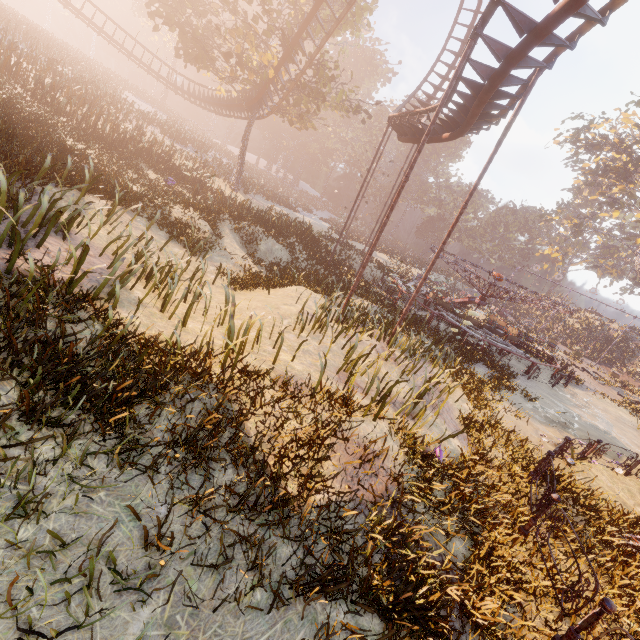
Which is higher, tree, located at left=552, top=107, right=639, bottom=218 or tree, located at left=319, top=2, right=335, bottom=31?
tree, located at left=552, top=107, right=639, bottom=218

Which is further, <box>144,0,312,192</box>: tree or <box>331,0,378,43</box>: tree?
<box>331,0,378,43</box>: tree

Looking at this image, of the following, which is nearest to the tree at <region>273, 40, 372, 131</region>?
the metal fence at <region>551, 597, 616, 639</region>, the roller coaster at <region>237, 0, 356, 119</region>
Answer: the roller coaster at <region>237, 0, 356, 119</region>

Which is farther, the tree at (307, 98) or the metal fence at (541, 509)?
the tree at (307, 98)

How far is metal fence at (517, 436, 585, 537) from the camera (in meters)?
6.24

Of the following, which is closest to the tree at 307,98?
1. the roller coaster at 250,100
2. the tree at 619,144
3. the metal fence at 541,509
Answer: the roller coaster at 250,100

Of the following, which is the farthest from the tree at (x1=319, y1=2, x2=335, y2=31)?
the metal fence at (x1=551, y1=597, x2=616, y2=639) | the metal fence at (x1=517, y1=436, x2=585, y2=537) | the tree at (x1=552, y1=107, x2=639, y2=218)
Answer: the tree at (x1=552, y1=107, x2=639, y2=218)

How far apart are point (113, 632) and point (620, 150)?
52.3m
